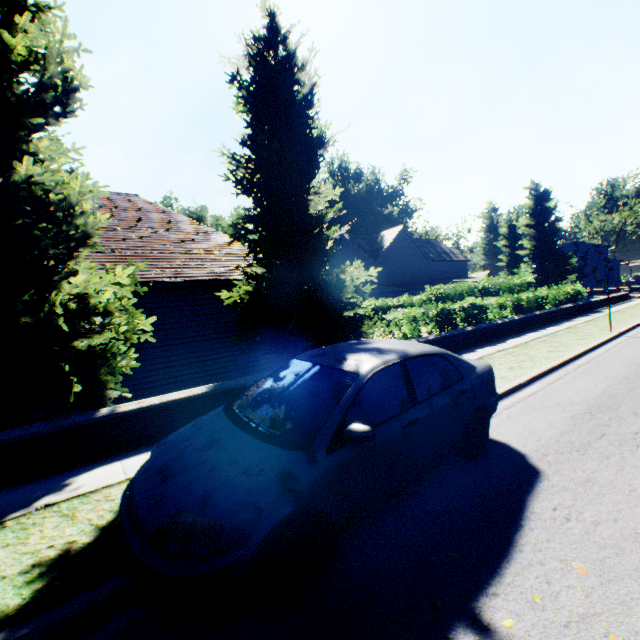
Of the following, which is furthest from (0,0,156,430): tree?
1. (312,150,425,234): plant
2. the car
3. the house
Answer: the house

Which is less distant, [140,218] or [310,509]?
[310,509]

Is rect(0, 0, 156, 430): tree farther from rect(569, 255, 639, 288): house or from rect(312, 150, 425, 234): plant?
rect(569, 255, 639, 288): house

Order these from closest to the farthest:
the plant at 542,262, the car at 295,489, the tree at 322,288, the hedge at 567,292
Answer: the car at 295,489 < the tree at 322,288 < the hedge at 567,292 < the plant at 542,262

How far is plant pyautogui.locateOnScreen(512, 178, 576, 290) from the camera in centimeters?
4147cm

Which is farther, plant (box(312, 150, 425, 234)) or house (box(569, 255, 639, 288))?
house (box(569, 255, 639, 288))

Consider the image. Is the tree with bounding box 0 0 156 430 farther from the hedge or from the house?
the house

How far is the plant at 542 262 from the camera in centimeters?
4147cm
